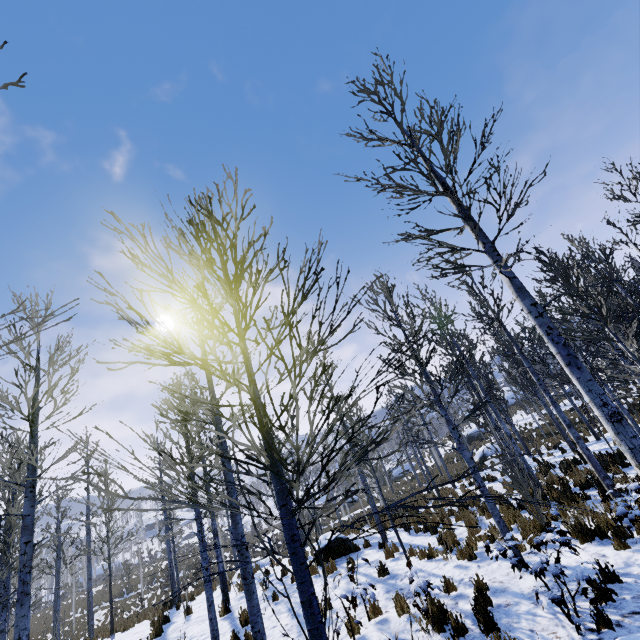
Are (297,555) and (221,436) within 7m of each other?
yes

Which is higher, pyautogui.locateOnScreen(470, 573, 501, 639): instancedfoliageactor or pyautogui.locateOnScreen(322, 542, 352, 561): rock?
pyautogui.locateOnScreen(322, 542, 352, 561): rock

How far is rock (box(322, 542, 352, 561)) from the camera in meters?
12.1 m

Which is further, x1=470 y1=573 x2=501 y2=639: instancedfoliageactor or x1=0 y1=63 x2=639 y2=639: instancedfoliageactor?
x1=470 y1=573 x2=501 y2=639: instancedfoliageactor

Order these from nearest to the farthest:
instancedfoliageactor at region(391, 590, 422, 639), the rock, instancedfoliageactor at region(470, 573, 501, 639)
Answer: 1. instancedfoliageactor at region(391, 590, 422, 639)
2. instancedfoliageactor at region(470, 573, 501, 639)
3. the rock

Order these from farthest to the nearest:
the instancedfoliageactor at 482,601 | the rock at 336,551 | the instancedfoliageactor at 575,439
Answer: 1. the rock at 336,551
2. the instancedfoliageactor at 482,601
3. the instancedfoliageactor at 575,439

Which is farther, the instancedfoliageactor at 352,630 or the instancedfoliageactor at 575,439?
the instancedfoliageactor at 352,630

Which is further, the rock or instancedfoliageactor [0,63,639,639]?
the rock
